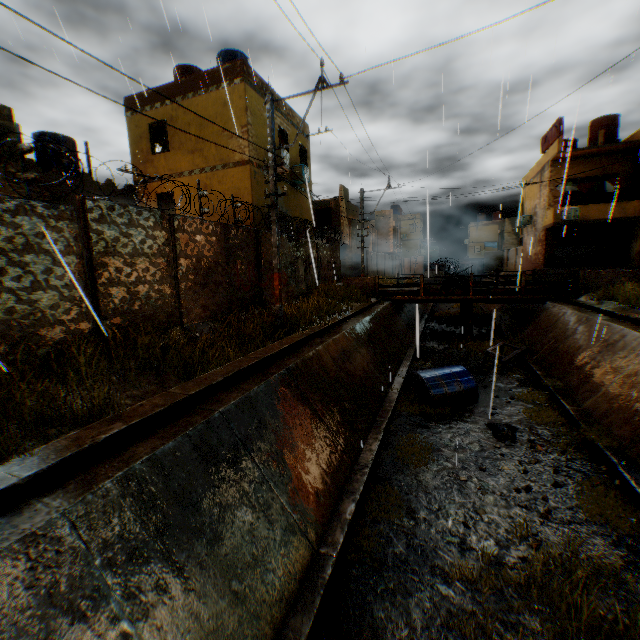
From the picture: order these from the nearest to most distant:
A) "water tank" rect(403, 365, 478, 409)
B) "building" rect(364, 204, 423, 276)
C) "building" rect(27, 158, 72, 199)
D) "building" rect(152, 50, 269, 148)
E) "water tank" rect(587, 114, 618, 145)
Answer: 1. "water tank" rect(403, 365, 478, 409)
2. "building" rect(27, 158, 72, 199)
3. "building" rect(152, 50, 269, 148)
4. "water tank" rect(587, 114, 618, 145)
5. "building" rect(364, 204, 423, 276)

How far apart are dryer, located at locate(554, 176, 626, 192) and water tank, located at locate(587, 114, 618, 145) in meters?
3.0 m

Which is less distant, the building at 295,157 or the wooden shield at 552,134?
the building at 295,157

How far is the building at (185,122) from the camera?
13.98m

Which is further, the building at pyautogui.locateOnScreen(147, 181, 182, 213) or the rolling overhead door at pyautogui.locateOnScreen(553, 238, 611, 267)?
the rolling overhead door at pyautogui.locateOnScreen(553, 238, 611, 267)

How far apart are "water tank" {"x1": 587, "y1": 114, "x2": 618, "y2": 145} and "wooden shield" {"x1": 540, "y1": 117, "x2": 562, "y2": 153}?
2.5 meters

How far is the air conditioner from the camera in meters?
21.5

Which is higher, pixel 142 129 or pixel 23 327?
pixel 142 129
